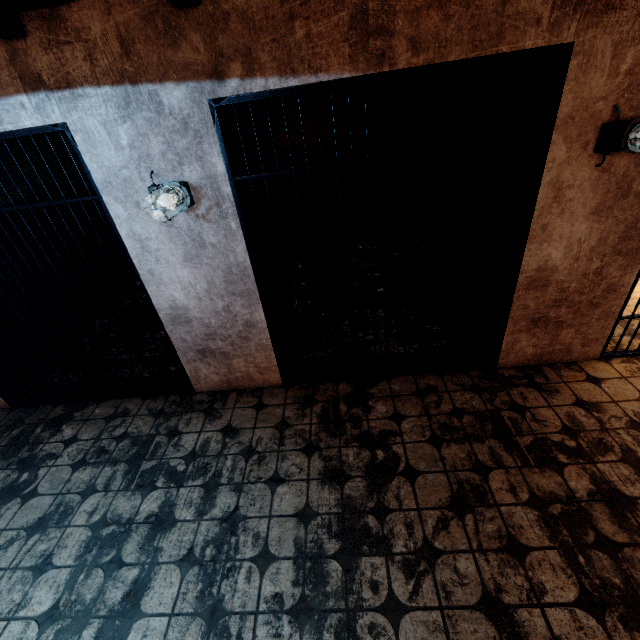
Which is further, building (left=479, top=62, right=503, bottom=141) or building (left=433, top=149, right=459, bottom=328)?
building (left=433, top=149, right=459, bottom=328)

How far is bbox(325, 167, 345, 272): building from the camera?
5.4 meters

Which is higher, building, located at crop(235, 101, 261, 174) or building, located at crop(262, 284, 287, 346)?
building, located at crop(235, 101, 261, 174)

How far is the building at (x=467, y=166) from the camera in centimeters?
364cm

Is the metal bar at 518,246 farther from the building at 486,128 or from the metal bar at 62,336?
the metal bar at 62,336

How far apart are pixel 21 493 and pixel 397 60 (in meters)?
4.12
